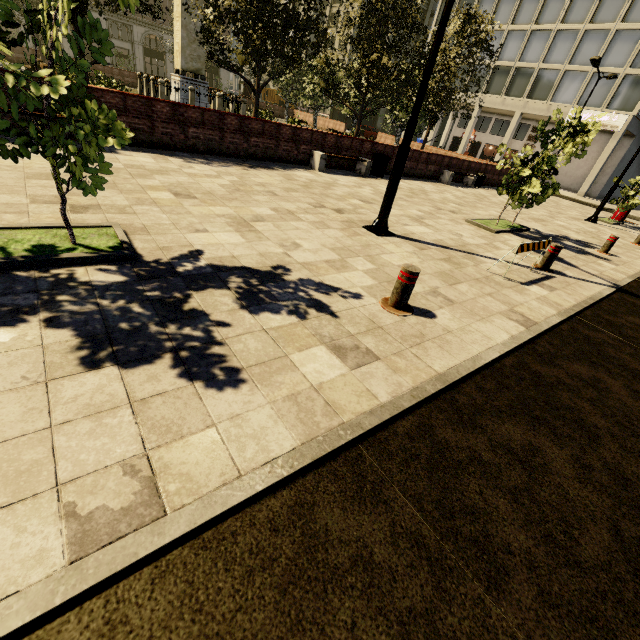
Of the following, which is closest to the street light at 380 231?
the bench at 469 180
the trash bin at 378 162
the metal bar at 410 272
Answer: the metal bar at 410 272

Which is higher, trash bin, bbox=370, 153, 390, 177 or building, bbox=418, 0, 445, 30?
building, bbox=418, 0, 445, 30

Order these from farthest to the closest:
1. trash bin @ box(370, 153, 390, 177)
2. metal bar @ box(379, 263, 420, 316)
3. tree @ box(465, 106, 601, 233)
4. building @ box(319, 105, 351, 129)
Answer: building @ box(319, 105, 351, 129) → trash bin @ box(370, 153, 390, 177) → tree @ box(465, 106, 601, 233) → metal bar @ box(379, 263, 420, 316)

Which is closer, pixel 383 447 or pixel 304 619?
pixel 304 619

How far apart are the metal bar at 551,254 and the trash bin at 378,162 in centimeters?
842cm

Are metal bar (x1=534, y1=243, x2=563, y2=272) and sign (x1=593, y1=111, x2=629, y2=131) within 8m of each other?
no

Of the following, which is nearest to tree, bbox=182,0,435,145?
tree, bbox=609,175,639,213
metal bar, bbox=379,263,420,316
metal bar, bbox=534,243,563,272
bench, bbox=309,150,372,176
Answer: metal bar, bbox=534,243,563,272

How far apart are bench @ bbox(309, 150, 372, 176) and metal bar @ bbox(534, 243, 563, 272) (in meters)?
7.87
